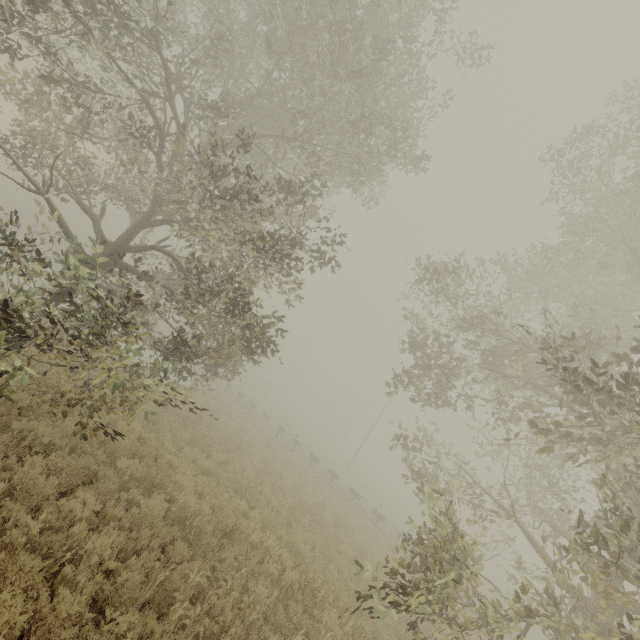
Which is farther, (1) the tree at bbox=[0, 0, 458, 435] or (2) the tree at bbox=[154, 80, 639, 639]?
(1) the tree at bbox=[0, 0, 458, 435]

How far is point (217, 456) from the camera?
11.6 meters

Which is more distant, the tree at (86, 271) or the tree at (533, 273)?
the tree at (86, 271)
